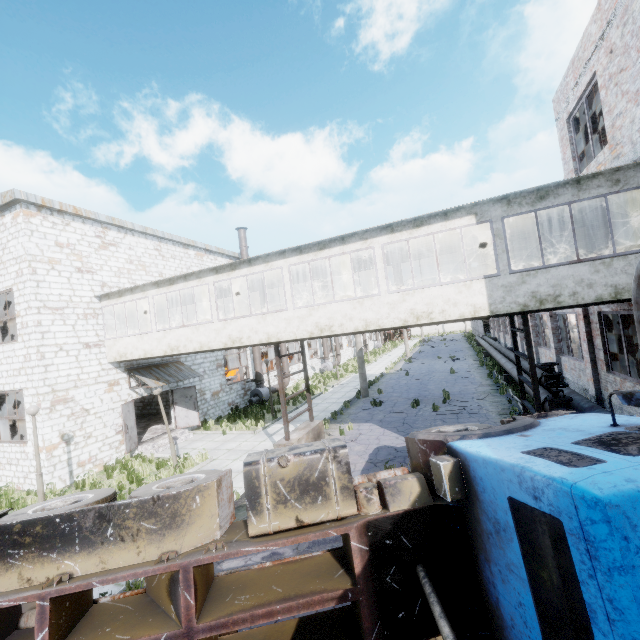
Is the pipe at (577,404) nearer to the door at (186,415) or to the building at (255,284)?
the building at (255,284)

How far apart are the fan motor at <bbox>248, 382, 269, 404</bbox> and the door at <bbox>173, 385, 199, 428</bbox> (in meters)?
4.75

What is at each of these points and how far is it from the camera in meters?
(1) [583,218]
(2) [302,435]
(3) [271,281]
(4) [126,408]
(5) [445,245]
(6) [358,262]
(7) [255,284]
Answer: (1) building, 10.6 m
(2) pipe holder, 12.1 m
(3) building, 15.1 m
(4) door, 14.5 m
(5) building, 12.2 m
(6) building, 13.5 m
(7) building, 15.5 m

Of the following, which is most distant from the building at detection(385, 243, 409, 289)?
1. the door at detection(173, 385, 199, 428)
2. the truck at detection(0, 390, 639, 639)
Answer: the truck at detection(0, 390, 639, 639)

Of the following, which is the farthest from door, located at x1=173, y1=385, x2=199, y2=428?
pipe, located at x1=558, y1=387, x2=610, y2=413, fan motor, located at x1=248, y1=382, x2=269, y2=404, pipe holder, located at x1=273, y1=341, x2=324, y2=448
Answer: pipe holder, located at x1=273, y1=341, x2=324, y2=448

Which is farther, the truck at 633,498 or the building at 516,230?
the building at 516,230

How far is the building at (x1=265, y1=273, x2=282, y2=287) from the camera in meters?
15.0 m

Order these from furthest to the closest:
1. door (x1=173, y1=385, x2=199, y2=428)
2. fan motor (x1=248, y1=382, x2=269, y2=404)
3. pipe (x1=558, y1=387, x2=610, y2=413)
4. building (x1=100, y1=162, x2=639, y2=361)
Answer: fan motor (x1=248, y1=382, x2=269, y2=404), door (x1=173, y1=385, x2=199, y2=428), pipe (x1=558, y1=387, x2=610, y2=413), building (x1=100, y1=162, x2=639, y2=361)
